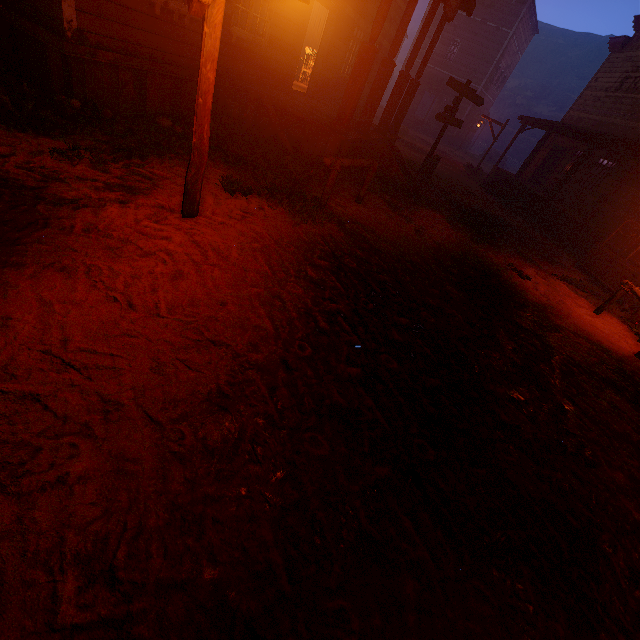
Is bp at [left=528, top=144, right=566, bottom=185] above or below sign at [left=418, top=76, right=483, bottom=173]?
below

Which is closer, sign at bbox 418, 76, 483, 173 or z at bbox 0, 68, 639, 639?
z at bbox 0, 68, 639, 639

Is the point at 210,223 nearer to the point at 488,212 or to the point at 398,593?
the point at 398,593

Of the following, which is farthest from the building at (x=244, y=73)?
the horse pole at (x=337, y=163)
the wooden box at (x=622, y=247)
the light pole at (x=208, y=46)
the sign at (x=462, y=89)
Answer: the light pole at (x=208, y=46)

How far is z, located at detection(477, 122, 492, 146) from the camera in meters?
44.1

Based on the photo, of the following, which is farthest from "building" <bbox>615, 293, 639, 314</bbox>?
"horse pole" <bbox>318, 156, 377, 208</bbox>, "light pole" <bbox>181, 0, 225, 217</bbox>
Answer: "light pole" <bbox>181, 0, 225, 217</bbox>

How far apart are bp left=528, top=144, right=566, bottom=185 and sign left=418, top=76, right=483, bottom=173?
9.9 meters

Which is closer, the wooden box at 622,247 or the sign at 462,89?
the wooden box at 622,247
